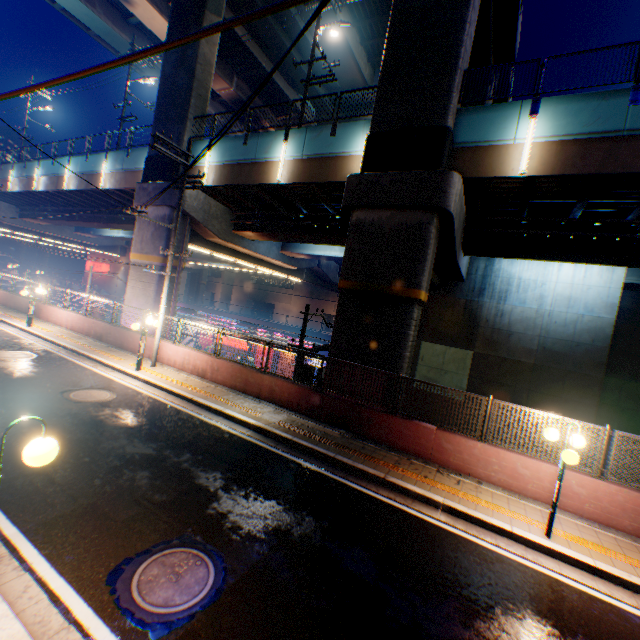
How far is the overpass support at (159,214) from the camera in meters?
17.4

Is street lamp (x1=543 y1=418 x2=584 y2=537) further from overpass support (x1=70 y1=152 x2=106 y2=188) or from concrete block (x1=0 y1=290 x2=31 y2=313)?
overpass support (x1=70 y1=152 x2=106 y2=188)

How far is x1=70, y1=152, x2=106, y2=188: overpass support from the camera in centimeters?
2236cm

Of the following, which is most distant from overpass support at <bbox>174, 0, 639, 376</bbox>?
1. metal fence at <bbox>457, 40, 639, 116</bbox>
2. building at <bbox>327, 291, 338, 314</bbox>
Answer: building at <bbox>327, 291, 338, 314</bbox>

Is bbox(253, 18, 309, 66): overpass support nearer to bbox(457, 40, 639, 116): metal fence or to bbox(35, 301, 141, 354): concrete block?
bbox(457, 40, 639, 116): metal fence

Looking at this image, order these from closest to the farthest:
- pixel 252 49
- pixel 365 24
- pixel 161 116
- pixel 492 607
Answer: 1. pixel 492 607
2. pixel 161 116
3. pixel 365 24
4. pixel 252 49

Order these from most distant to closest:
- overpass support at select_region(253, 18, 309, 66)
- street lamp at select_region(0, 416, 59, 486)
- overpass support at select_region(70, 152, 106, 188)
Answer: overpass support at select_region(253, 18, 309, 66) → overpass support at select_region(70, 152, 106, 188) → street lamp at select_region(0, 416, 59, 486)

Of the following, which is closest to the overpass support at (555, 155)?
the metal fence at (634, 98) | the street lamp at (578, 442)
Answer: the metal fence at (634, 98)
